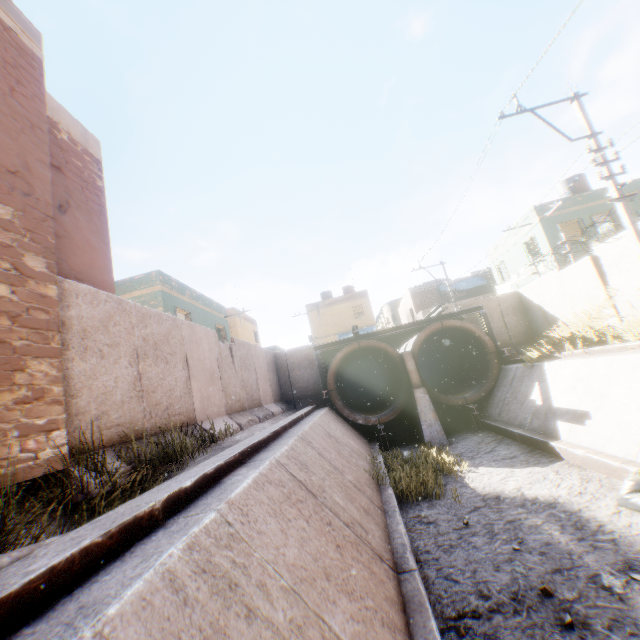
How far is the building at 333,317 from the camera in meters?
31.7

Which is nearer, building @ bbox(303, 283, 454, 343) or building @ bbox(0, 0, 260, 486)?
building @ bbox(0, 0, 260, 486)

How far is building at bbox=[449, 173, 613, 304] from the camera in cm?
1816

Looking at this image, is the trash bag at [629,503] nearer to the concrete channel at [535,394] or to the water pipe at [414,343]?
the concrete channel at [535,394]

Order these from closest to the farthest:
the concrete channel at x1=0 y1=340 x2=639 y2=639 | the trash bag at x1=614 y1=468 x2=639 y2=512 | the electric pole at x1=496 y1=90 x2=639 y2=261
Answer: the concrete channel at x1=0 y1=340 x2=639 y2=639
the trash bag at x1=614 y1=468 x2=639 y2=512
the electric pole at x1=496 y1=90 x2=639 y2=261

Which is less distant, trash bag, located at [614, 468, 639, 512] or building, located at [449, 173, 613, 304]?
trash bag, located at [614, 468, 639, 512]

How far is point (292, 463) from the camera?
5.5 meters

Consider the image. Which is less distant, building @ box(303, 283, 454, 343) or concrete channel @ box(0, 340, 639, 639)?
concrete channel @ box(0, 340, 639, 639)
